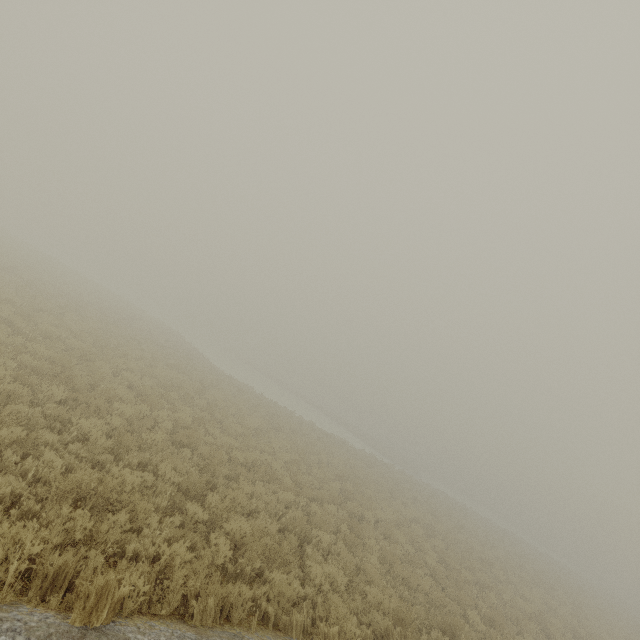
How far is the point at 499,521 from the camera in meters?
58.6
